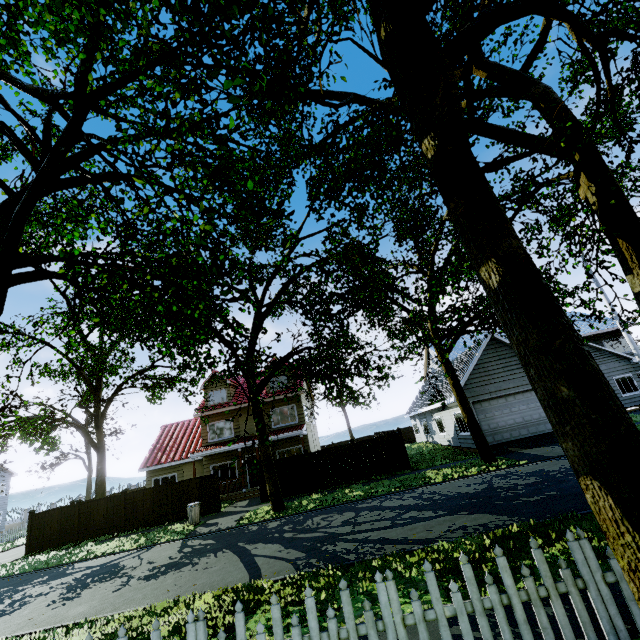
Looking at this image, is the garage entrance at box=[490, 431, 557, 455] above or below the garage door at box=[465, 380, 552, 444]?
below

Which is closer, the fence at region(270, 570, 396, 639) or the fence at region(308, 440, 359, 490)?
the fence at region(270, 570, 396, 639)

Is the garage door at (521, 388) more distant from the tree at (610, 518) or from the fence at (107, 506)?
the fence at (107, 506)

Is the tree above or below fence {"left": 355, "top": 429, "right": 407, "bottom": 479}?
above

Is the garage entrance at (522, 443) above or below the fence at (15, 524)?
below

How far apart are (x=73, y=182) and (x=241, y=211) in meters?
9.1
